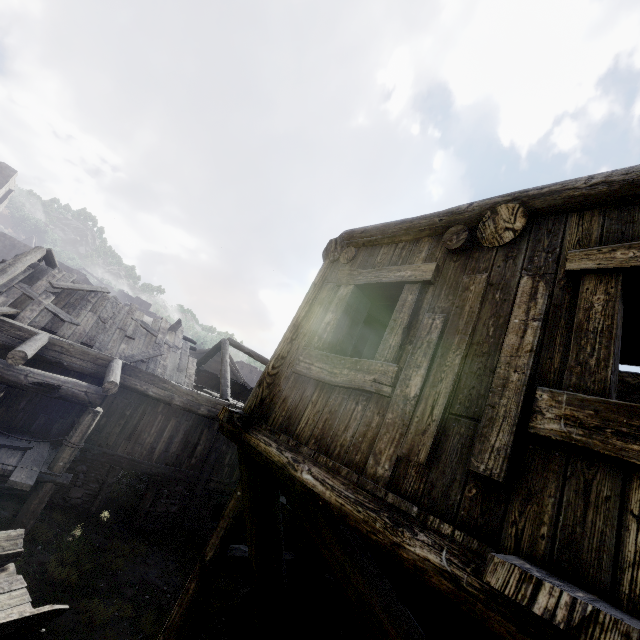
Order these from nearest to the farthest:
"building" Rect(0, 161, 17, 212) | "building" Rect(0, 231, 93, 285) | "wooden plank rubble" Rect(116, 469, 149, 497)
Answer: "building" Rect(0, 231, 93, 285) → "wooden plank rubble" Rect(116, 469, 149, 497) → "building" Rect(0, 161, 17, 212)

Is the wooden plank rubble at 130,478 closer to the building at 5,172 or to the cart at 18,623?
the building at 5,172

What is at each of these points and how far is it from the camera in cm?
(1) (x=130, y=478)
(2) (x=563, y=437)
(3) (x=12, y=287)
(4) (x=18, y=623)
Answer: (1) wooden plank rubble, 1489
(2) building, 181
(3) wooden plank rubble, 1159
(4) cart, 488

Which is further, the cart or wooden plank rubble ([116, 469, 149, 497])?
wooden plank rubble ([116, 469, 149, 497])

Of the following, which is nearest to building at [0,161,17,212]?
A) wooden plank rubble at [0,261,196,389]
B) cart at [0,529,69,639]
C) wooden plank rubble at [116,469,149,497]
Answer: wooden plank rubble at [0,261,196,389]

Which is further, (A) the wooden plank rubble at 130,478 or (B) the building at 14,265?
(A) the wooden plank rubble at 130,478

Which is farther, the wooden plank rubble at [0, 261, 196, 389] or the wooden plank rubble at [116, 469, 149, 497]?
the wooden plank rubble at [116, 469, 149, 497]
